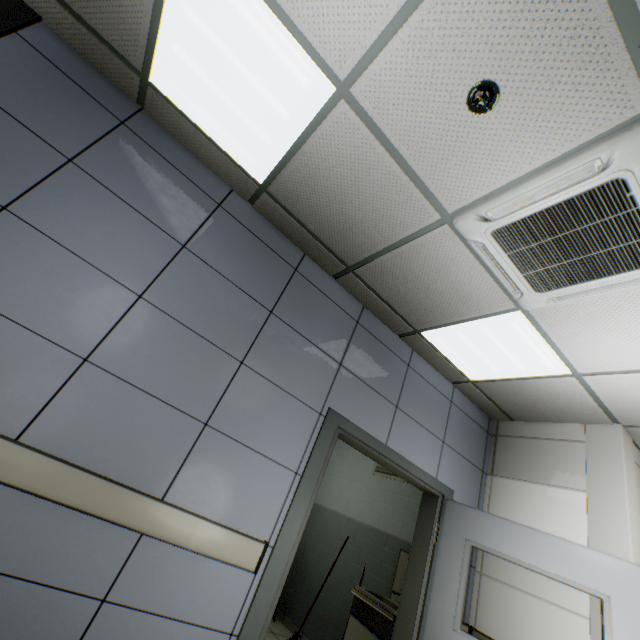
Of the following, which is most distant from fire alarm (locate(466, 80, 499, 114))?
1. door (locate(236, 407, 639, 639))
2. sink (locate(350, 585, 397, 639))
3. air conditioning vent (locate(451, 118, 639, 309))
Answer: sink (locate(350, 585, 397, 639))

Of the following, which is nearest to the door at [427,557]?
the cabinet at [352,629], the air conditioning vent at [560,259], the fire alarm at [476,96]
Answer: the cabinet at [352,629]

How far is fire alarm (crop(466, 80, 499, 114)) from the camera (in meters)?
1.47

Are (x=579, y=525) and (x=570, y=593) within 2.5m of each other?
yes

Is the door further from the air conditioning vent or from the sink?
the air conditioning vent

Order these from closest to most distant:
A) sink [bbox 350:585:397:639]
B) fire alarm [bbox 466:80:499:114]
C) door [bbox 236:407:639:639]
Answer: fire alarm [bbox 466:80:499:114] < door [bbox 236:407:639:639] < sink [bbox 350:585:397:639]

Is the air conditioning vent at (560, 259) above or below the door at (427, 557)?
above

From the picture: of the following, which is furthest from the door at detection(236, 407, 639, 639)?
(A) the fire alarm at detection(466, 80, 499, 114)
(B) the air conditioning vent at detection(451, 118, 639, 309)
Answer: (A) the fire alarm at detection(466, 80, 499, 114)
